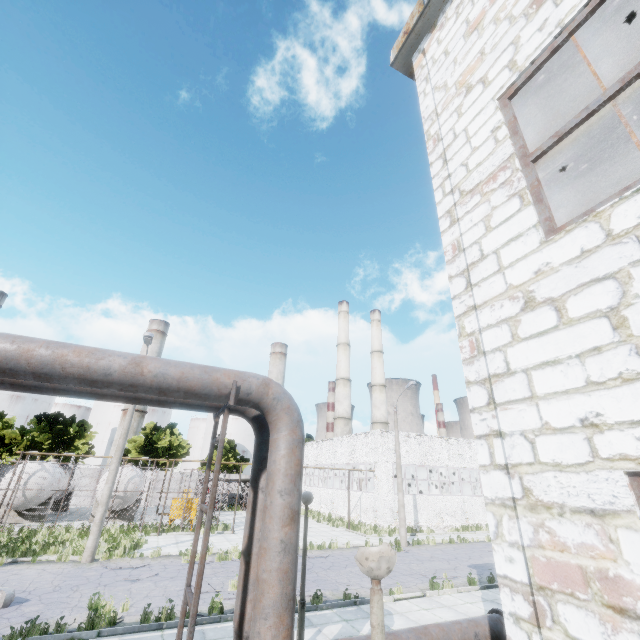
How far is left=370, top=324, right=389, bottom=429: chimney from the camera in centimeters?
5219cm

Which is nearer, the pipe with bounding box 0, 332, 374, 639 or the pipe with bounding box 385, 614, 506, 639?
the pipe with bounding box 0, 332, 374, 639

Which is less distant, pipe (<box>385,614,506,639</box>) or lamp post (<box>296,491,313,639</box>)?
pipe (<box>385,614,506,639</box>)

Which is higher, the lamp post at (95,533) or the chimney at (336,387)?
the chimney at (336,387)

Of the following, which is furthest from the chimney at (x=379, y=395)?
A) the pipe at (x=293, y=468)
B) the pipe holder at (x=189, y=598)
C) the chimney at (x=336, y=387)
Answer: the pipe holder at (x=189, y=598)

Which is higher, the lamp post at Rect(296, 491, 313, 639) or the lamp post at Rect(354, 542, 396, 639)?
the lamp post at Rect(296, 491, 313, 639)

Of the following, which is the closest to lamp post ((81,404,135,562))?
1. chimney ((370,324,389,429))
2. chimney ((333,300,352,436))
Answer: chimney ((333,300,352,436))

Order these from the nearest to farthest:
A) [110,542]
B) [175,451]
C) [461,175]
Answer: [461,175] → [110,542] → [175,451]
